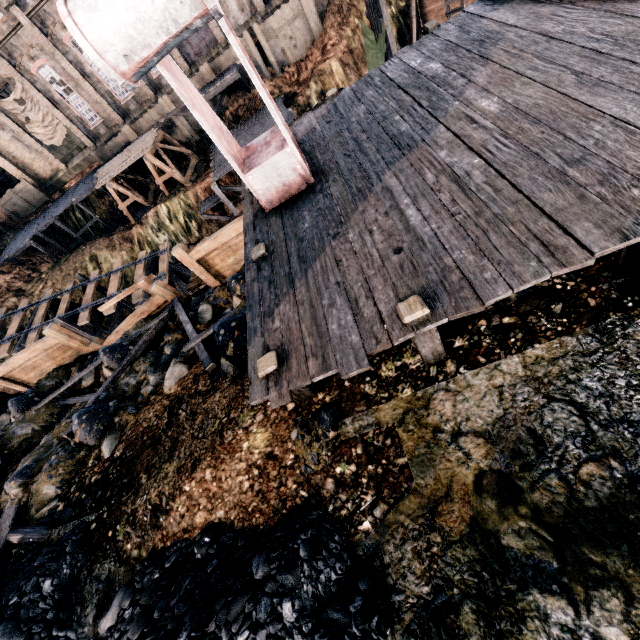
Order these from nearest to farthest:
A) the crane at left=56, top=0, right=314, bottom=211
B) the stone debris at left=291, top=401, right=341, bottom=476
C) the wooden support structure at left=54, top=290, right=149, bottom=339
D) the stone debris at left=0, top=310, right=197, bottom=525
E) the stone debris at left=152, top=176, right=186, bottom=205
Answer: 1. the crane at left=56, top=0, right=314, bottom=211
2. the stone debris at left=291, top=401, right=341, bottom=476
3. the stone debris at left=0, top=310, right=197, bottom=525
4. the wooden support structure at left=54, top=290, right=149, bottom=339
5. the stone debris at left=152, top=176, right=186, bottom=205

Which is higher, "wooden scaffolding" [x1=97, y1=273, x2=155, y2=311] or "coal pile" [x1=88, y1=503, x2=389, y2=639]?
"coal pile" [x1=88, y1=503, x2=389, y2=639]

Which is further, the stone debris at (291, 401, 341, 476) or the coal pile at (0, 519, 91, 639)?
the coal pile at (0, 519, 91, 639)

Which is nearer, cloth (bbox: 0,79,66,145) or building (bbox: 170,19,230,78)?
building (bbox: 170,19,230,78)

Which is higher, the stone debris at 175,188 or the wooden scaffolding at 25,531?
the wooden scaffolding at 25,531

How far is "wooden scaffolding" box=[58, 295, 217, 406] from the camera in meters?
8.9 m

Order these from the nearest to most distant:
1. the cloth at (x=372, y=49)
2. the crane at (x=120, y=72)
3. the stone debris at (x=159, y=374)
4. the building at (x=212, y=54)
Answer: the crane at (x=120, y=72) < the stone debris at (x=159, y=374) < the cloth at (x=372, y=49) < the building at (x=212, y=54)

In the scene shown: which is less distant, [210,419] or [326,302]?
[326,302]
